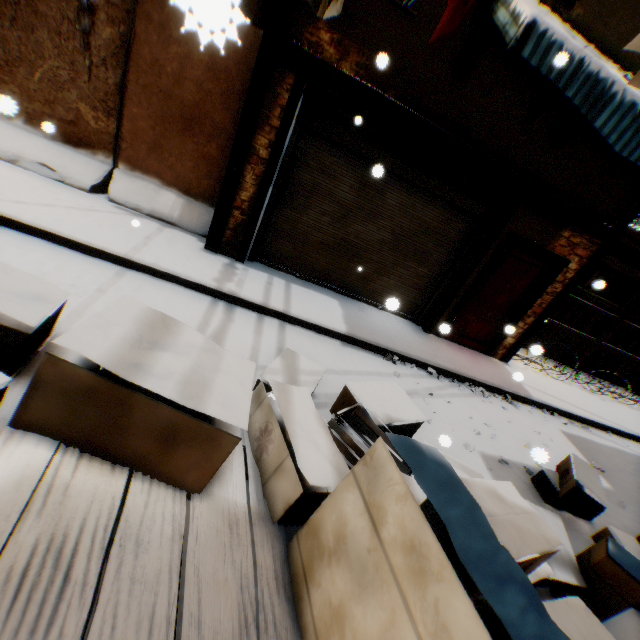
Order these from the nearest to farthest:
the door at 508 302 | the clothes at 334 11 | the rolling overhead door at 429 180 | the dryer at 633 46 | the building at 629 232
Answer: the dryer at 633 46
the clothes at 334 11
the rolling overhead door at 429 180
the door at 508 302
the building at 629 232

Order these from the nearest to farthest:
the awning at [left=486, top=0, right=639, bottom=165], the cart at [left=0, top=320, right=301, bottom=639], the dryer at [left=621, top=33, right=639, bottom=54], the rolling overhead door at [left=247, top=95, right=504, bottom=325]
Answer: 1. the cart at [left=0, top=320, right=301, bottom=639]
2. the dryer at [left=621, top=33, right=639, bottom=54]
3. the awning at [left=486, top=0, right=639, bottom=165]
4. the rolling overhead door at [left=247, top=95, right=504, bottom=325]

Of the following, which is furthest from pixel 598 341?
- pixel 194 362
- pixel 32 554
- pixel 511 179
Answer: pixel 32 554

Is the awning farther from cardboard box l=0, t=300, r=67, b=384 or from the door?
cardboard box l=0, t=300, r=67, b=384

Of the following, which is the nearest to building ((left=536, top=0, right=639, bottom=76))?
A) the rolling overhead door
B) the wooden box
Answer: the rolling overhead door

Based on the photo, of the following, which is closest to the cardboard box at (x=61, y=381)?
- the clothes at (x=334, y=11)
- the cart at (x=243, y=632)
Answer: the cart at (x=243, y=632)

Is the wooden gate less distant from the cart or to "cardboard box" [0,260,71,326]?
"cardboard box" [0,260,71,326]

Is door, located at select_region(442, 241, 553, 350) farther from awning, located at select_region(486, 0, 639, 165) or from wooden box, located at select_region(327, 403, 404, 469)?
wooden box, located at select_region(327, 403, 404, 469)
